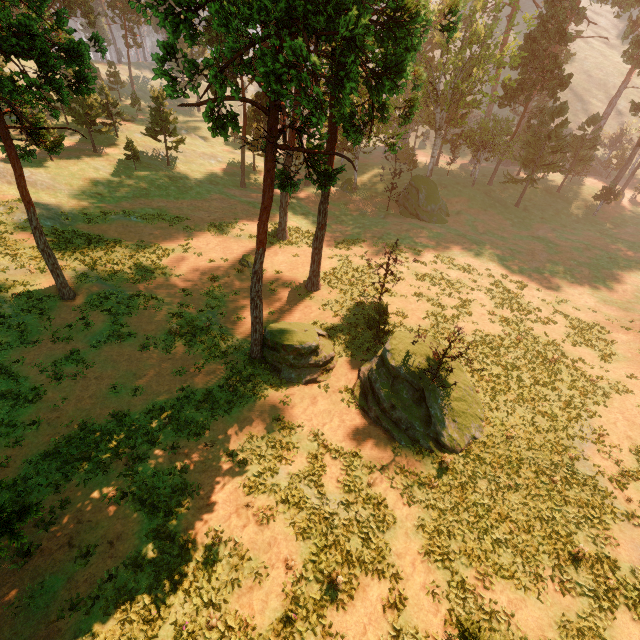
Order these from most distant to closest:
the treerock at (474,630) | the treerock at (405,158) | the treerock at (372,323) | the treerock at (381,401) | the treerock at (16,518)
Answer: the treerock at (405,158), the treerock at (372,323), the treerock at (381,401), the treerock at (16,518), the treerock at (474,630)

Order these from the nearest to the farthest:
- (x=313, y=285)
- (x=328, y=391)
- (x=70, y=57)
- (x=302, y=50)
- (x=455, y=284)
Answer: (x=302, y=50)
(x=70, y=57)
(x=328, y=391)
(x=313, y=285)
(x=455, y=284)

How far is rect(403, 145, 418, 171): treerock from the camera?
52.62m

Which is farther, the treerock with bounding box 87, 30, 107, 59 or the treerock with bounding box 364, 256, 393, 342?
the treerock with bounding box 364, 256, 393, 342

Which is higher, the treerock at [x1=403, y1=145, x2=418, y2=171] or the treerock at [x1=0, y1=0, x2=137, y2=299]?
the treerock at [x1=0, y1=0, x2=137, y2=299]

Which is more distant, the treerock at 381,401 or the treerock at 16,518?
the treerock at 381,401

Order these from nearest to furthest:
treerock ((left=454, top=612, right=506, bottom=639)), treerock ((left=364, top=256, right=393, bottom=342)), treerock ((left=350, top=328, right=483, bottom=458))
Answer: treerock ((left=454, top=612, right=506, bottom=639)), treerock ((left=350, top=328, right=483, bottom=458)), treerock ((left=364, top=256, right=393, bottom=342))
